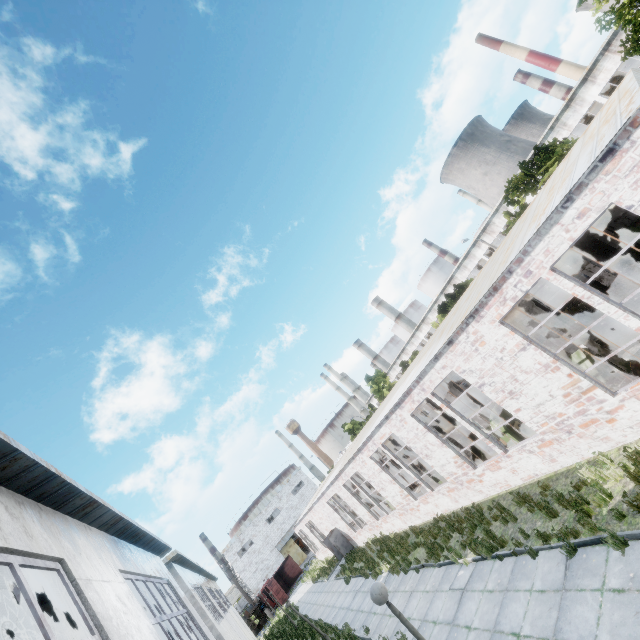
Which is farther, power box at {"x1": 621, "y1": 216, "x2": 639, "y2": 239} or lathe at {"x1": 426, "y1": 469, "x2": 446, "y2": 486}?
lathe at {"x1": 426, "y1": 469, "x2": 446, "y2": 486}

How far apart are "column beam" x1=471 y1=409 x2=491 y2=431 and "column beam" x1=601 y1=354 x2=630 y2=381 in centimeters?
532cm

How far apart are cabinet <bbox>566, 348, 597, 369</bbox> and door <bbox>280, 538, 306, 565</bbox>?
58.29m

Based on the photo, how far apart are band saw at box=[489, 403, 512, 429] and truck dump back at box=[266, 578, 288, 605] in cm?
4375

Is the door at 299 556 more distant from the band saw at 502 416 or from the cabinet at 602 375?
the cabinet at 602 375

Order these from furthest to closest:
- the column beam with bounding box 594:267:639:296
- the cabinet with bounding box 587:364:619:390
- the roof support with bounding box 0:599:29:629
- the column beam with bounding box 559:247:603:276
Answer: the column beam with bounding box 559:247:603:276, the column beam with bounding box 594:267:639:296, the cabinet with bounding box 587:364:619:390, the roof support with bounding box 0:599:29:629

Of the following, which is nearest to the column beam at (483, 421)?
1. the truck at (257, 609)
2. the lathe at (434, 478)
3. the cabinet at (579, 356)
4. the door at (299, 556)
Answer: the lathe at (434, 478)

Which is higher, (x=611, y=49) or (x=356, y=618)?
(x=611, y=49)
